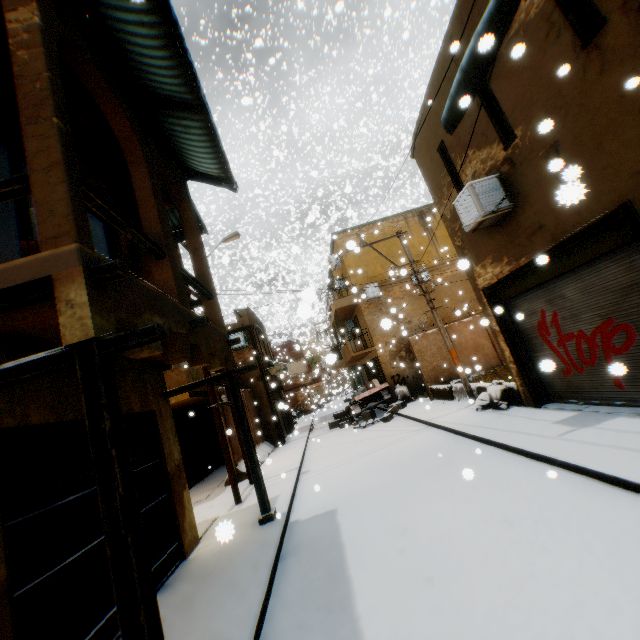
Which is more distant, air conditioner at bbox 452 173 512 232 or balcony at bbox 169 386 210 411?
balcony at bbox 169 386 210 411

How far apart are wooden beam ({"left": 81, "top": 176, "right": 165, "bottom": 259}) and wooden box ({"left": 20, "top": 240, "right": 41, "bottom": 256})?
0.7m

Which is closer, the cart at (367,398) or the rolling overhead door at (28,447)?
the rolling overhead door at (28,447)

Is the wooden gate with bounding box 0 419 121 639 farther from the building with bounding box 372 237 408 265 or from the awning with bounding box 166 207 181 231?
the awning with bounding box 166 207 181 231

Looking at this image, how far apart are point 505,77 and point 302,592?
9.2 meters

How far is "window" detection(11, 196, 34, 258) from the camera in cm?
478

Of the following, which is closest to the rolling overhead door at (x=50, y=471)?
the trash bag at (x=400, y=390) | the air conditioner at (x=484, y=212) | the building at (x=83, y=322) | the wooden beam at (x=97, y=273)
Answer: the building at (x=83, y=322)

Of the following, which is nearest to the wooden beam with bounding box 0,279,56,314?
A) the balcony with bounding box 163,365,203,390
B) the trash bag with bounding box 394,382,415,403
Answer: the balcony with bounding box 163,365,203,390
